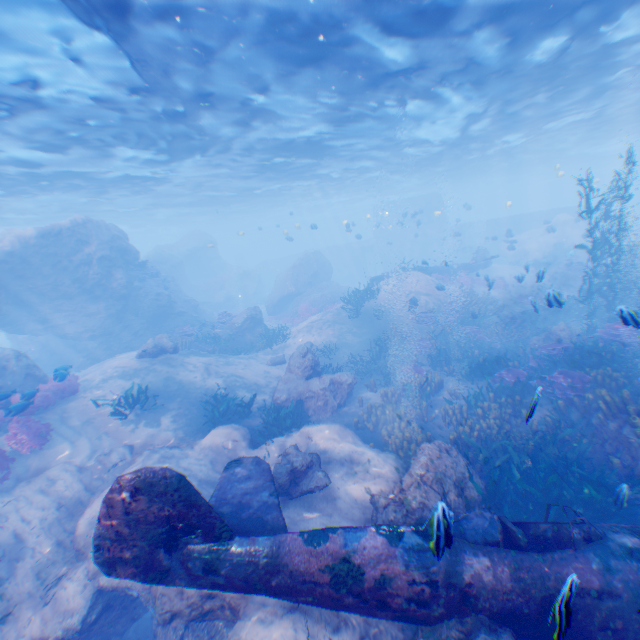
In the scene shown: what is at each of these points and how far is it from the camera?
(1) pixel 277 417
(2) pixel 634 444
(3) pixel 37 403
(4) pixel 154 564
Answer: (1) instancedfoliageactor, 12.3 meters
(2) rock, 7.5 meters
(3) instancedfoliageactor, 11.3 meters
(4) plane, 4.9 meters

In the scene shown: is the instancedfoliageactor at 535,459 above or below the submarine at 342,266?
below

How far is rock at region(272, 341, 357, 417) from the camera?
12.7m

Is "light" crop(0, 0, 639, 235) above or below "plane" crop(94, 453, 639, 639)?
above

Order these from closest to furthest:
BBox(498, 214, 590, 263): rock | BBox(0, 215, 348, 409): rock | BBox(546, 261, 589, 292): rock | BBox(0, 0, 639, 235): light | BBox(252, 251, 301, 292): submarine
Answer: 1. BBox(0, 0, 639, 235): light
2. BBox(0, 215, 348, 409): rock
3. BBox(546, 261, 589, 292): rock
4. BBox(498, 214, 590, 263): rock
5. BBox(252, 251, 301, 292): submarine

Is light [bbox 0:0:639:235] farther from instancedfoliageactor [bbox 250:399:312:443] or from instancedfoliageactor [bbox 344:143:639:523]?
instancedfoliageactor [bbox 250:399:312:443]

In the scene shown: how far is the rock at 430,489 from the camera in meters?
6.8

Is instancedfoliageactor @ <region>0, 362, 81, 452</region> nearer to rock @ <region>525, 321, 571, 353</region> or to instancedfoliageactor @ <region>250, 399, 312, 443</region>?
rock @ <region>525, 321, 571, 353</region>
